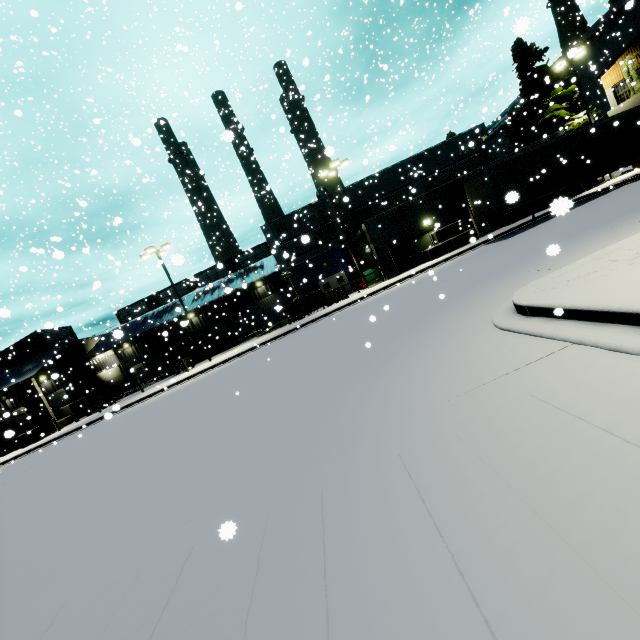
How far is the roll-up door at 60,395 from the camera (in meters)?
35.41

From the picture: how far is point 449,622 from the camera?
1.60m

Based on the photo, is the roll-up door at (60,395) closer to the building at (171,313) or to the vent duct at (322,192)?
the building at (171,313)

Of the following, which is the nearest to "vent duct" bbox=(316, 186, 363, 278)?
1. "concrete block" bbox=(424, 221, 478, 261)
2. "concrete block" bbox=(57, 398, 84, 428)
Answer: "concrete block" bbox=(424, 221, 478, 261)

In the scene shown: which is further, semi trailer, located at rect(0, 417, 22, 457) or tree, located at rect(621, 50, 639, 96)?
tree, located at rect(621, 50, 639, 96)

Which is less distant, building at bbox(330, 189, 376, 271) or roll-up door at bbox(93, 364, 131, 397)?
building at bbox(330, 189, 376, 271)

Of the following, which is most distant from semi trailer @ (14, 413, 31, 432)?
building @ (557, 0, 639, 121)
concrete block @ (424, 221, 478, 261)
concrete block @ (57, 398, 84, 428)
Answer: concrete block @ (424, 221, 478, 261)

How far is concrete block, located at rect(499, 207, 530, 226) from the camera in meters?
24.3 m
